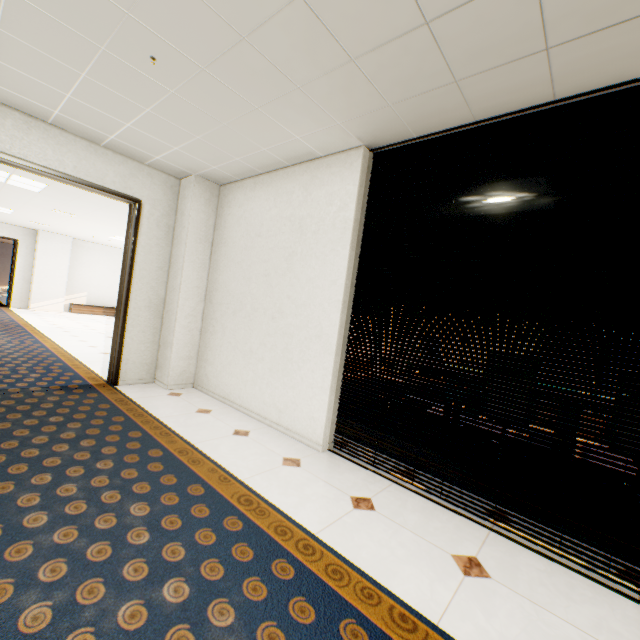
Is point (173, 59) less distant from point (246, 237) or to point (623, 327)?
point (246, 237)

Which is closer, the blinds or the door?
the blinds

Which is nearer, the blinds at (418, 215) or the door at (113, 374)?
the blinds at (418, 215)
